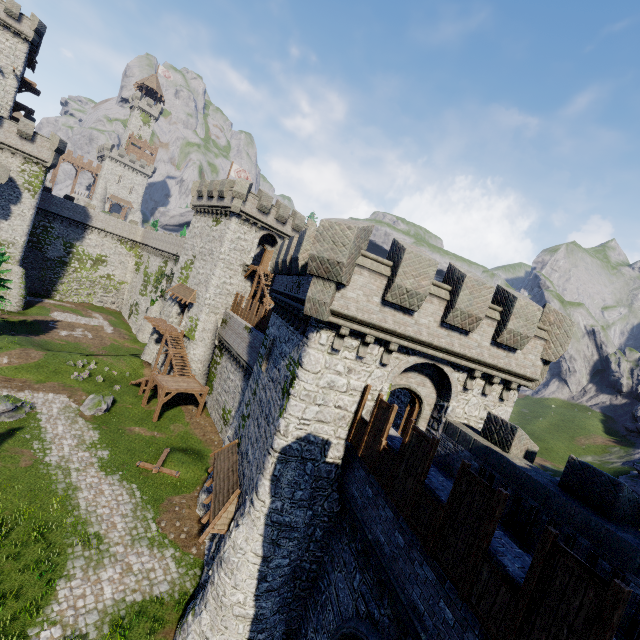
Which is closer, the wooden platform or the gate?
the gate

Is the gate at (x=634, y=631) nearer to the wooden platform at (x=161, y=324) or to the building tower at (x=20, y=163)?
the wooden platform at (x=161, y=324)

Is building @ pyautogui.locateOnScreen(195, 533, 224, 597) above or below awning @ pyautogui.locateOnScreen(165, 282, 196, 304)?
below

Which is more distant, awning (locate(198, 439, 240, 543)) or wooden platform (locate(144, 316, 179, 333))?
wooden platform (locate(144, 316, 179, 333))

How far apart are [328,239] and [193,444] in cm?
2307

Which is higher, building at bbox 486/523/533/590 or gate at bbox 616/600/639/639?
building at bbox 486/523/533/590

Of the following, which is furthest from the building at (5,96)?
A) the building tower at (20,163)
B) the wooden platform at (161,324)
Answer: the wooden platform at (161,324)

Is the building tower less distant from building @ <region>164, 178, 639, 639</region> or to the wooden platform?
the wooden platform
